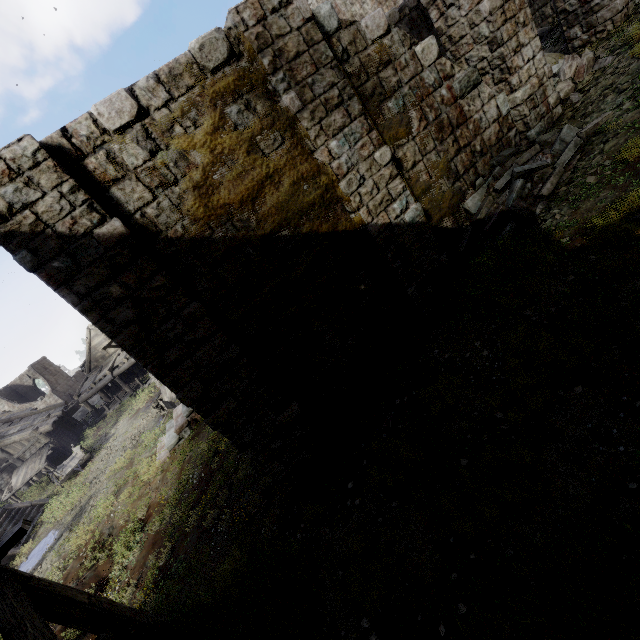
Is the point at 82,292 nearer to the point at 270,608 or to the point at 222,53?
the point at 222,53

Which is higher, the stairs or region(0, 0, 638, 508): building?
region(0, 0, 638, 508): building

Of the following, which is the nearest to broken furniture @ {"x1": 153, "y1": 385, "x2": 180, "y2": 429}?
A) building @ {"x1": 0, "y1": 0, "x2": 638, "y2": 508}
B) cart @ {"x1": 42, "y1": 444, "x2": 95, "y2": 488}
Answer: building @ {"x1": 0, "y1": 0, "x2": 638, "y2": 508}

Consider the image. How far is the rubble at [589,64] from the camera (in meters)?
8.18

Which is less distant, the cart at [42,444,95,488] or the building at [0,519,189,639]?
the building at [0,519,189,639]

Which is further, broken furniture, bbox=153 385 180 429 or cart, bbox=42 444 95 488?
cart, bbox=42 444 95 488

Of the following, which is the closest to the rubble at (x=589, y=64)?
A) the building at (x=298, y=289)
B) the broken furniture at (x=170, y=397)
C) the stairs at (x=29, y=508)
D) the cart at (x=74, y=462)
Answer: the building at (x=298, y=289)

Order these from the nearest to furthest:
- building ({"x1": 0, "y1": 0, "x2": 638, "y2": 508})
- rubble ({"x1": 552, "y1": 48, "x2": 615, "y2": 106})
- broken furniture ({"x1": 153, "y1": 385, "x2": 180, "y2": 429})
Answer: building ({"x1": 0, "y1": 0, "x2": 638, "y2": 508}) < rubble ({"x1": 552, "y1": 48, "x2": 615, "y2": 106}) < broken furniture ({"x1": 153, "y1": 385, "x2": 180, "y2": 429})
